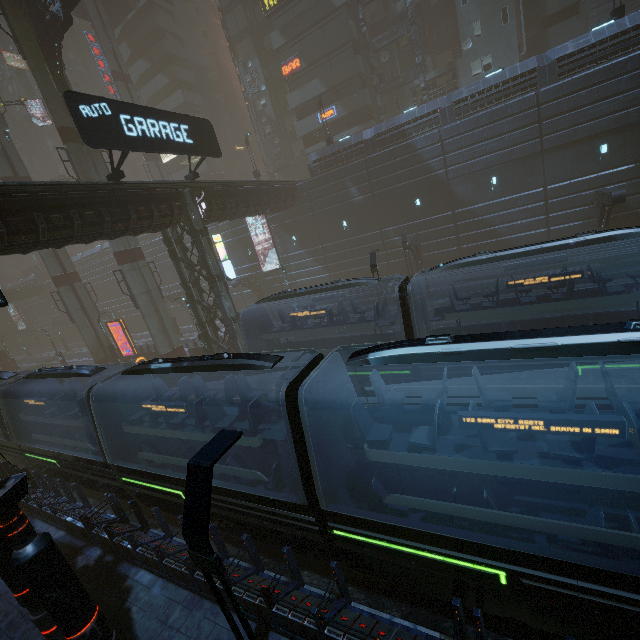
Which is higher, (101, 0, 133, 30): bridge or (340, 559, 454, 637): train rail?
(101, 0, 133, 30): bridge

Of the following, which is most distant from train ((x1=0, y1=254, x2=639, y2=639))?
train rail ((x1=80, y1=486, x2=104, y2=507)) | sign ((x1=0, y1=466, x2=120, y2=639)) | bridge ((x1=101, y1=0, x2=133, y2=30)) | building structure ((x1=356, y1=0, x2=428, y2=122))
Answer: bridge ((x1=101, y1=0, x2=133, y2=30))

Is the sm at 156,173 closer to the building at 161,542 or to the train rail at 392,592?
the building at 161,542

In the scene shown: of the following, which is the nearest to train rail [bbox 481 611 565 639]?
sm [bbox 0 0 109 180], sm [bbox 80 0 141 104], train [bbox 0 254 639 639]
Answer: train [bbox 0 254 639 639]

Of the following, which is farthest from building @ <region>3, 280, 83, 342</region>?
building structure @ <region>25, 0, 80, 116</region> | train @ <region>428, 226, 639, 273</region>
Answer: train @ <region>428, 226, 639, 273</region>

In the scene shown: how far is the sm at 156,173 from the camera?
40.1m

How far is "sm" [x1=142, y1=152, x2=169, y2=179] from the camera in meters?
40.1 m

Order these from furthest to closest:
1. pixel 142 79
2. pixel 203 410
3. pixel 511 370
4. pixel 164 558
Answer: pixel 142 79 → pixel 511 370 → pixel 203 410 → pixel 164 558
